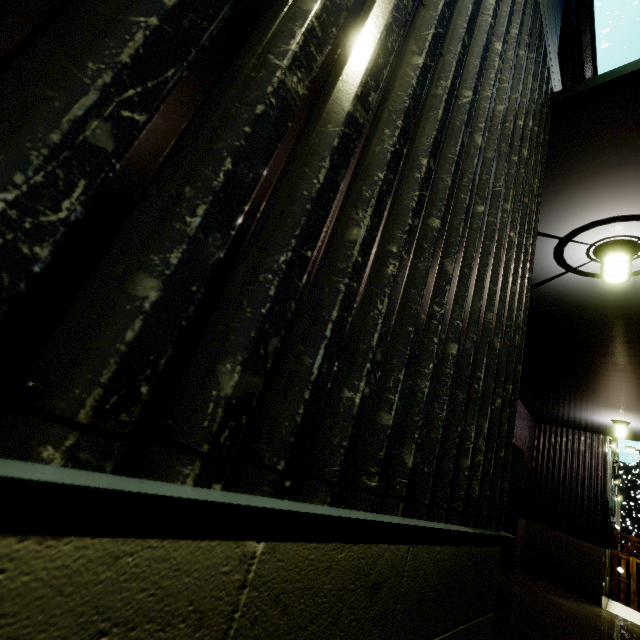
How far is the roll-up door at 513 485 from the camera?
10.02m

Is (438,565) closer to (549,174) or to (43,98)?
(43,98)

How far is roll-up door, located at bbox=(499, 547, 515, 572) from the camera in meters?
9.6

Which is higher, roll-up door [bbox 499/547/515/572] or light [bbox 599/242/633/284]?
light [bbox 599/242/633/284]

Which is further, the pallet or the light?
the pallet

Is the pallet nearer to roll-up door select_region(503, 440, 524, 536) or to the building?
the building

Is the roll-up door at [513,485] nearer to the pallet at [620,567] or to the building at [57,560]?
the building at [57,560]

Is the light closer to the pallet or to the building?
the building
